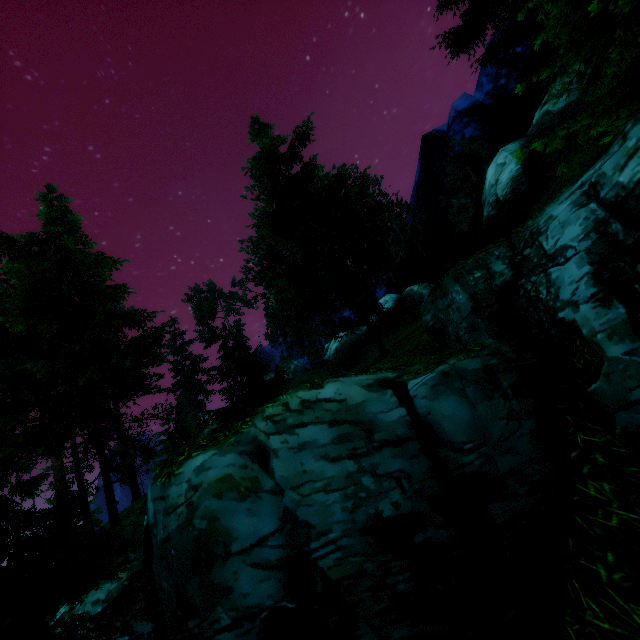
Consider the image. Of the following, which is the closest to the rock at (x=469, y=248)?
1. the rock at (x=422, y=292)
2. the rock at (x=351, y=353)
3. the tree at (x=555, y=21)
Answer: the tree at (x=555, y=21)

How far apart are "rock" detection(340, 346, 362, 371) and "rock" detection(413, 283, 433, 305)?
12.7 meters

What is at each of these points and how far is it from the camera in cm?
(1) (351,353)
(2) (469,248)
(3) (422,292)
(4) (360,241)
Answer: (1) rock, 2488
(2) rock, 2408
(3) rock, 3572
(4) tree, 2558

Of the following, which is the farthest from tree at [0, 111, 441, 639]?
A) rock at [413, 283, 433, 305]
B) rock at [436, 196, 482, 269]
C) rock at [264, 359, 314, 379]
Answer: rock at [436, 196, 482, 269]

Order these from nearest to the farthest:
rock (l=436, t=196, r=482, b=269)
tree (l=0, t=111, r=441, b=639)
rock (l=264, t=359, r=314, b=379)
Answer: tree (l=0, t=111, r=441, b=639) < rock (l=436, t=196, r=482, b=269) < rock (l=264, t=359, r=314, b=379)

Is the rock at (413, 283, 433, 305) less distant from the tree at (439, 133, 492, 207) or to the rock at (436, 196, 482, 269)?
the tree at (439, 133, 492, 207)

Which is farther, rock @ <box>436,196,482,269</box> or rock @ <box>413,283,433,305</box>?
rock @ <box>413,283,433,305</box>

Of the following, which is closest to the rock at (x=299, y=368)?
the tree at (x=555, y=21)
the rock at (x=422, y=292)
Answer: the tree at (x=555, y=21)
